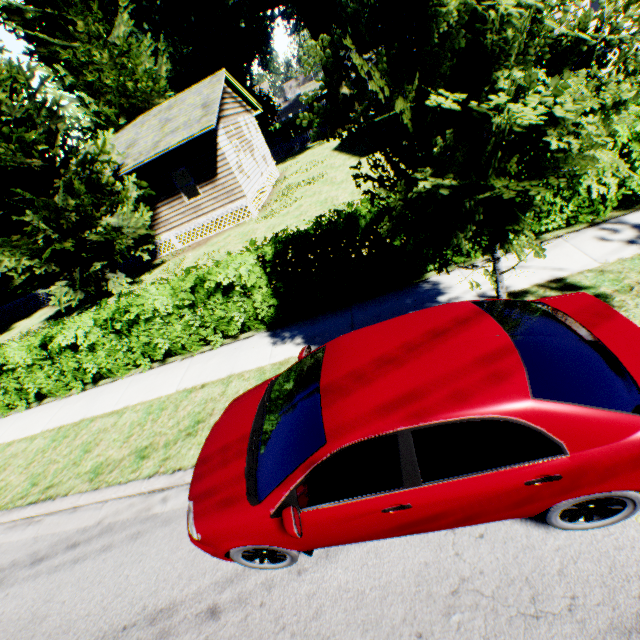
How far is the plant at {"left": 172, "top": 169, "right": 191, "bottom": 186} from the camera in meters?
22.2

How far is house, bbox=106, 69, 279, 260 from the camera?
15.22m

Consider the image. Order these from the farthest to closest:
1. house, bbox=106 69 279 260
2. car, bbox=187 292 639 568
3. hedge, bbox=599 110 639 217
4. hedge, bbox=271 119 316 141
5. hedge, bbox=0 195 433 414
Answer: hedge, bbox=271 119 316 141 → house, bbox=106 69 279 260 → hedge, bbox=0 195 433 414 → hedge, bbox=599 110 639 217 → car, bbox=187 292 639 568

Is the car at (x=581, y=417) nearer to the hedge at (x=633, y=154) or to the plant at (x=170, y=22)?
the plant at (x=170, y=22)

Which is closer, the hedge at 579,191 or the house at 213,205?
the hedge at 579,191

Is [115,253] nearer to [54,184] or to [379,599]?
[54,184]

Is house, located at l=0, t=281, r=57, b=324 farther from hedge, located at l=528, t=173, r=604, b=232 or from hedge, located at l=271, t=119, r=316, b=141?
hedge, located at l=271, t=119, r=316, b=141

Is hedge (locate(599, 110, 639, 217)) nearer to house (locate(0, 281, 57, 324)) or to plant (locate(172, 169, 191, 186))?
plant (locate(172, 169, 191, 186))
